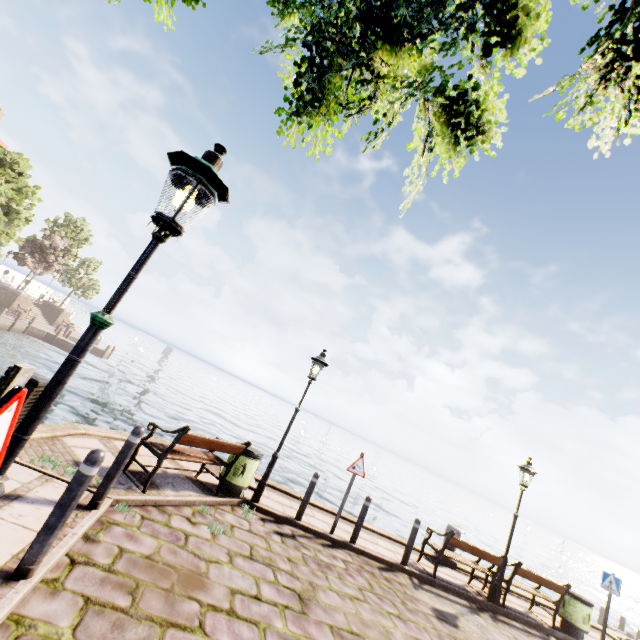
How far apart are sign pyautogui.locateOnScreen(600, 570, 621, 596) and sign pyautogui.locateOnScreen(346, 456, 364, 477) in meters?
8.6

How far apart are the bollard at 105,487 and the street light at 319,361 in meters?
3.6

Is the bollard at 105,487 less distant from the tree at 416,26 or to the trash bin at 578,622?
the tree at 416,26

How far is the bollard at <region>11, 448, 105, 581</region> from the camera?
2.8 meters

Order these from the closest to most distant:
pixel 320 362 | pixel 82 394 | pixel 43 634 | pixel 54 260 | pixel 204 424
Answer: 1. pixel 43 634
2. pixel 320 362
3. pixel 82 394
4. pixel 204 424
5. pixel 54 260

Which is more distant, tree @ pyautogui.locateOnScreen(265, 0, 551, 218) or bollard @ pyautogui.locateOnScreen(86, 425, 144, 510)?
bollard @ pyautogui.locateOnScreen(86, 425, 144, 510)

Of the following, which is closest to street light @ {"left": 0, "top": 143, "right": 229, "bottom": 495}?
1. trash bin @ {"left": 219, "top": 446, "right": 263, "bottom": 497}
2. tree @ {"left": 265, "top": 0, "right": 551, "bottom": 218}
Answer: tree @ {"left": 265, "top": 0, "right": 551, "bottom": 218}
